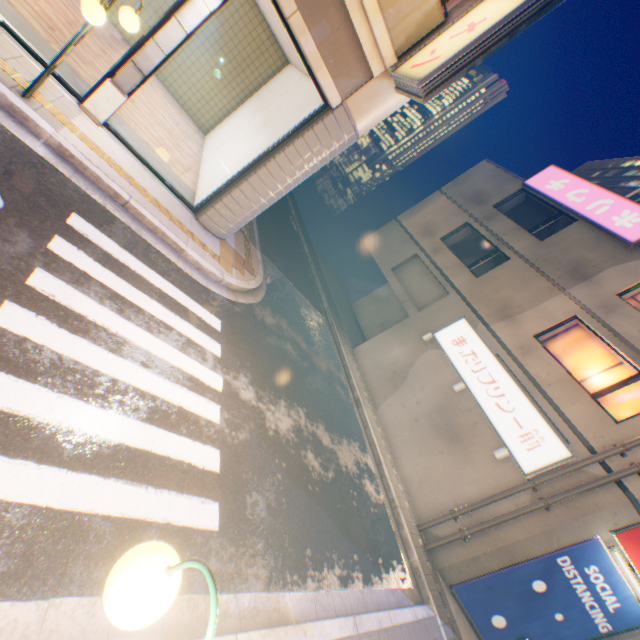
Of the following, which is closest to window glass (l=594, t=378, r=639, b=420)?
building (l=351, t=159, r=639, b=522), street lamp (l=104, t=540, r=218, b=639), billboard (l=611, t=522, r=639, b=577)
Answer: building (l=351, t=159, r=639, b=522)

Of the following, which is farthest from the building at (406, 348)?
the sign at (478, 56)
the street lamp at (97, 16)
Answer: the street lamp at (97, 16)

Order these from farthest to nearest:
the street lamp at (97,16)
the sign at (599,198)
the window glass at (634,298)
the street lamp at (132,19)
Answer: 1. the sign at (599,198)
2. the window glass at (634,298)
3. the street lamp at (132,19)
4. the street lamp at (97,16)

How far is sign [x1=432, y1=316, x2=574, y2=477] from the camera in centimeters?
986cm

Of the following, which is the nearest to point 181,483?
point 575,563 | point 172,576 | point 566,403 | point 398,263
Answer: point 172,576

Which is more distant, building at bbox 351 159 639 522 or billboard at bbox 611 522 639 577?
building at bbox 351 159 639 522

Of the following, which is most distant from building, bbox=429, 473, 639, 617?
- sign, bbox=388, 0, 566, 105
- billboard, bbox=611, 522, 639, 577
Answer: sign, bbox=388, 0, 566, 105

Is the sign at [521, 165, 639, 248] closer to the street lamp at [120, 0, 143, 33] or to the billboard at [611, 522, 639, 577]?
the billboard at [611, 522, 639, 577]
